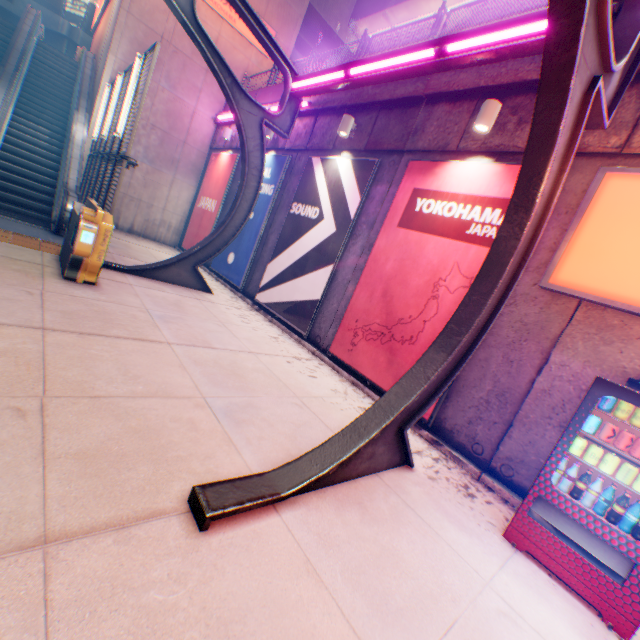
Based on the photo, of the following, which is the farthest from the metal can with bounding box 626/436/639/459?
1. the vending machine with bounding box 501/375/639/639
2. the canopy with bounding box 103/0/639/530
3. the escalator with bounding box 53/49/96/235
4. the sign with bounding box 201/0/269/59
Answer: the sign with bounding box 201/0/269/59

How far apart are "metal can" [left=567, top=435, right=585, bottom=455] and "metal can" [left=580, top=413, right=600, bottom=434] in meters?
0.1

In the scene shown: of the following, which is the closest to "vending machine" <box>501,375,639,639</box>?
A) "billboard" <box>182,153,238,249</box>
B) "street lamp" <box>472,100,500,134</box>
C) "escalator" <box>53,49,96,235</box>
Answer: "street lamp" <box>472,100,500,134</box>

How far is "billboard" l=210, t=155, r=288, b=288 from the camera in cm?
998

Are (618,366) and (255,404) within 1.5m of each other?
no

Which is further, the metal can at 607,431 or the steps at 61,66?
the steps at 61,66

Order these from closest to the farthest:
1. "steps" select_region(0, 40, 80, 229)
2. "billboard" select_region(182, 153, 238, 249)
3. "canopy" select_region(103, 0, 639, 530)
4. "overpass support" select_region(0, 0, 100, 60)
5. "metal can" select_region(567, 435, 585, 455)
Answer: "canopy" select_region(103, 0, 639, 530) → "metal can" select_region(567, 435, 585, 455) → "steps" select_region(0, 40, 80, 229) → "billboard" select_region(182, 153, 238, 249) → "overpass support" select_region(0, 0, 100, 60)

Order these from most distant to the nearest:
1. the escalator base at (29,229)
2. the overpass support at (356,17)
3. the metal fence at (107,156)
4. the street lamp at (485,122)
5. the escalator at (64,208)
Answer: the overpass support at (356,17) < the escalator at (64,208) < the escalator base at (29,229) < the metal fence at (107,156) < the street lamp at (485,122)
